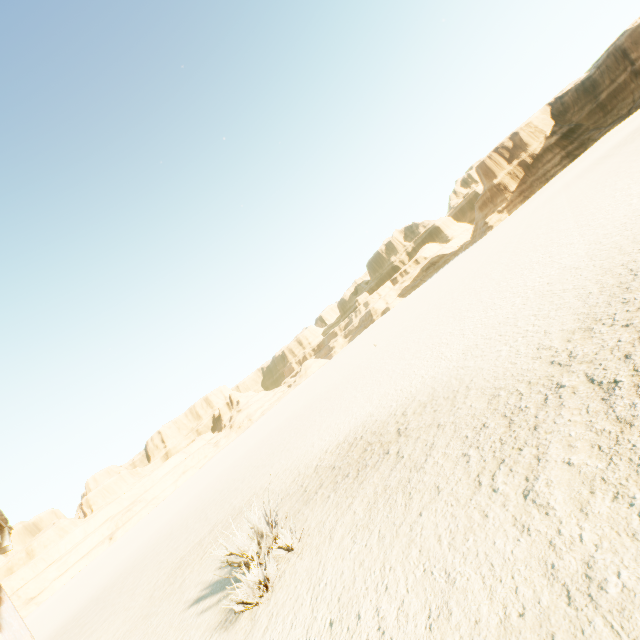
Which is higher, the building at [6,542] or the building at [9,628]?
the building at [6,542]

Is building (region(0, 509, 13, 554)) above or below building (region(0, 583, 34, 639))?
above

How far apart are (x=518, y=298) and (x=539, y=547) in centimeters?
907cm
